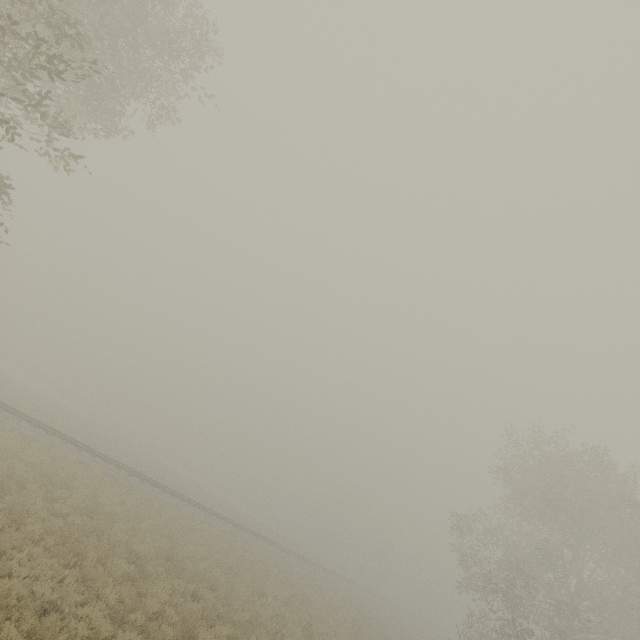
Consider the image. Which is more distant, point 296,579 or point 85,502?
point 296,579
